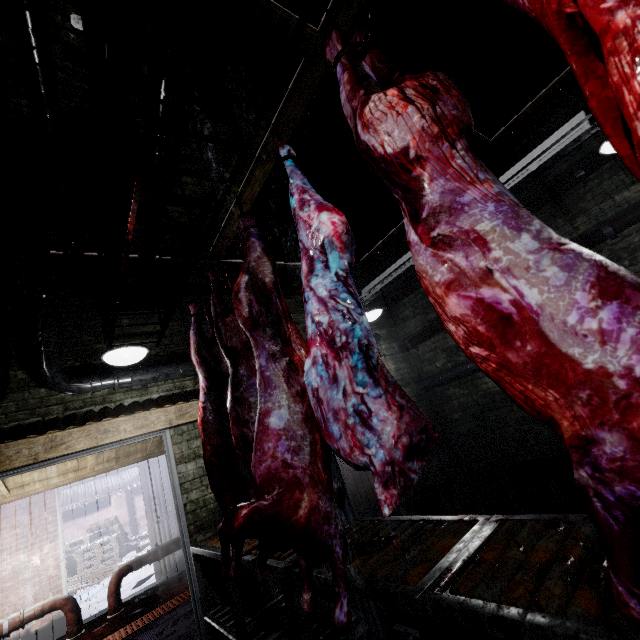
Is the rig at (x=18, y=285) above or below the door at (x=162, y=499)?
above

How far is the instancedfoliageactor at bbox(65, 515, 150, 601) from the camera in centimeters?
811cm

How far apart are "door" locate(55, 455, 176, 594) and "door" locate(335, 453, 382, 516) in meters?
3.4

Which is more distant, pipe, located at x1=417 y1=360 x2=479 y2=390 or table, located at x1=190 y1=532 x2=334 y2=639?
pipe, located at x1=417 y1=360 x2=479 y2=390

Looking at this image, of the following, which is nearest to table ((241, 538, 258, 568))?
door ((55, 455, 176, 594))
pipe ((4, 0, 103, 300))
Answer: A: pipe ((4, 0, 103, 300))

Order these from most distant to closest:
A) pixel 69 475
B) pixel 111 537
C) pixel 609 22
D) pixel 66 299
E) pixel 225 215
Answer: pixel 111 537, pixel 69 475, pixel 225 215, pixel 66 299, pixel 609 22

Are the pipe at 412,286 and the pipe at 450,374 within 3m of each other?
yes

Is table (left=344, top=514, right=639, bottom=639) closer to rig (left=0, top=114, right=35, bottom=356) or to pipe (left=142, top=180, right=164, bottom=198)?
pipe (left=142, top=180, right=164, bottom=198)
